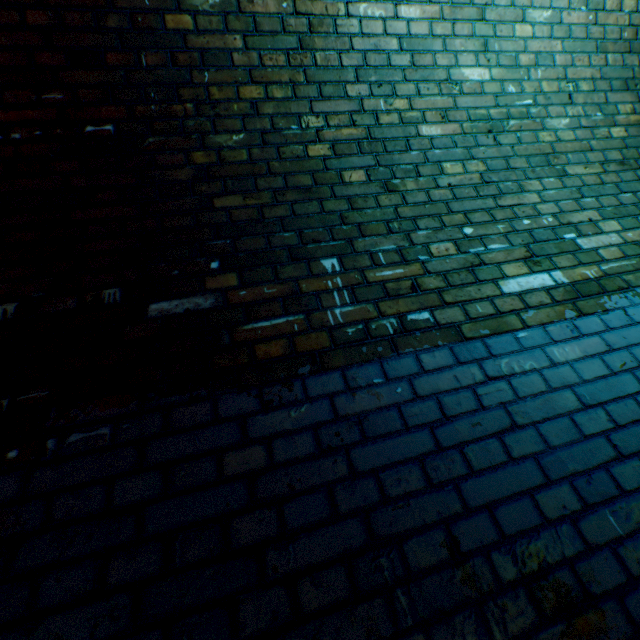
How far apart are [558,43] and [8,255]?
3.49m
